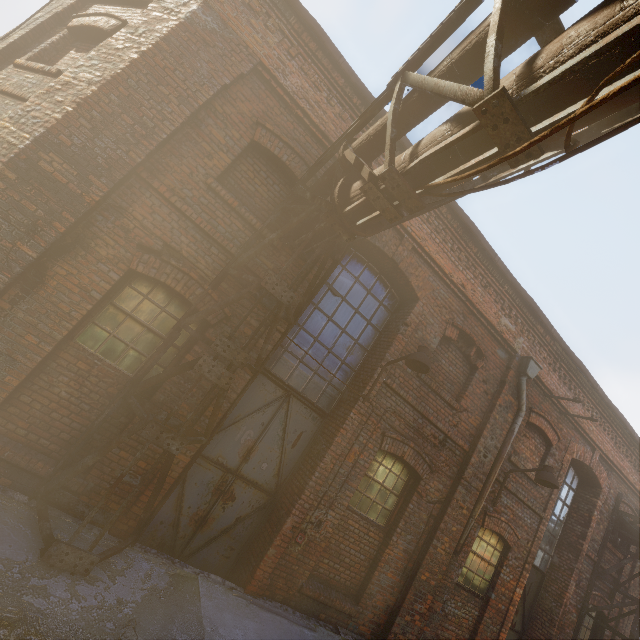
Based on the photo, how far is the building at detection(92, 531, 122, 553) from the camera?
3.7m

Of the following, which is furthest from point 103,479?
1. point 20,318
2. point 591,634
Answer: point 591,634

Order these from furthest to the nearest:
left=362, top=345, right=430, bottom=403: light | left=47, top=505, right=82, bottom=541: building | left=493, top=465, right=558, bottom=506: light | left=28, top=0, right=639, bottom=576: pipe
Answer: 1. left=493, top=465, right=558, bottom=506: light
2. left=362, top=345, right=430, bottom=403: light
3. left=47, top=505, right=82, bottom=541: building
4. left=28, top=0, right=639, bottom=576: pipe

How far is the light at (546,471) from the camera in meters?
6.5

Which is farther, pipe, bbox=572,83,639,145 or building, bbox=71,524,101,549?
building, bbox=71,524,101,549

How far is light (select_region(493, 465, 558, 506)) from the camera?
6.5 meters

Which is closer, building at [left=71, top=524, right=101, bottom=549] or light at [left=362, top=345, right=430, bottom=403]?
building at [left=71, top=524, right=101, bottom=549]

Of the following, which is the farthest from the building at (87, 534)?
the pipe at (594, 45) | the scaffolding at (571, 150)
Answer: the scaffolding at (571, 150)
